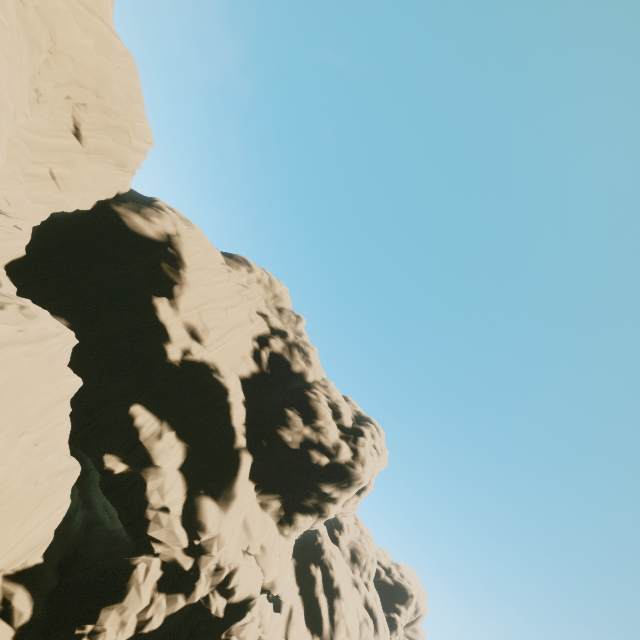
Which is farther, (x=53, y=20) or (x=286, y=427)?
(x=286, y=427)
